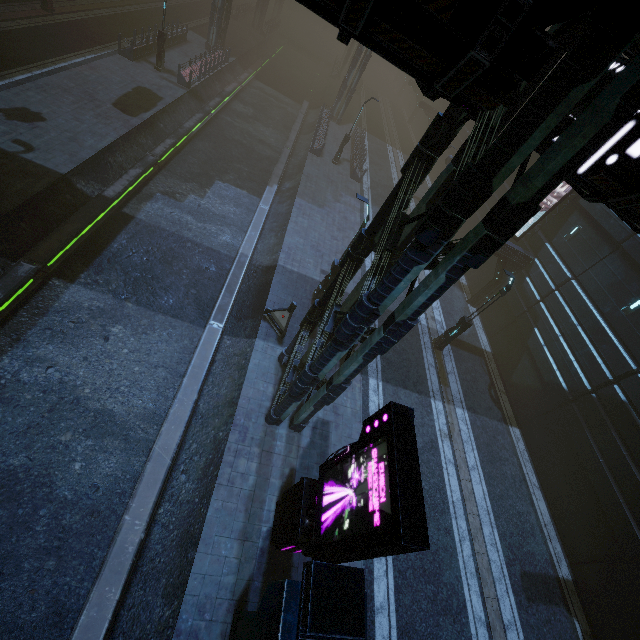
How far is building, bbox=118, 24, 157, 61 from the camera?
22.8m

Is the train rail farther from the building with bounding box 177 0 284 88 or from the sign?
the sign

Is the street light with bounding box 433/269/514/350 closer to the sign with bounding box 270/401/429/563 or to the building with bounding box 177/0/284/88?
the building with bounding box 177/0/284/88

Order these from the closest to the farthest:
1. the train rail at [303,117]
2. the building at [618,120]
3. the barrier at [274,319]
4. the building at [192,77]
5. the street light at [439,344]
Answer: the building at [618,120] → the train rail at [303,117] → the barrier at [274,319] → the street light at [439,344] → the building at [192,77]

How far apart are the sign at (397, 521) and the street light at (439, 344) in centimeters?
1080cm

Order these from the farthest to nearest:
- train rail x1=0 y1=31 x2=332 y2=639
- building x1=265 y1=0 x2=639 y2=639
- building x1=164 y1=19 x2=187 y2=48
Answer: building x1=164 y1=19 x2=187 y2=48
train rail x1=0 y1=31 x2=332 y2=639
building x1=265 y1=0 x2=639 y2=639

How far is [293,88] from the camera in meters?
40.1
